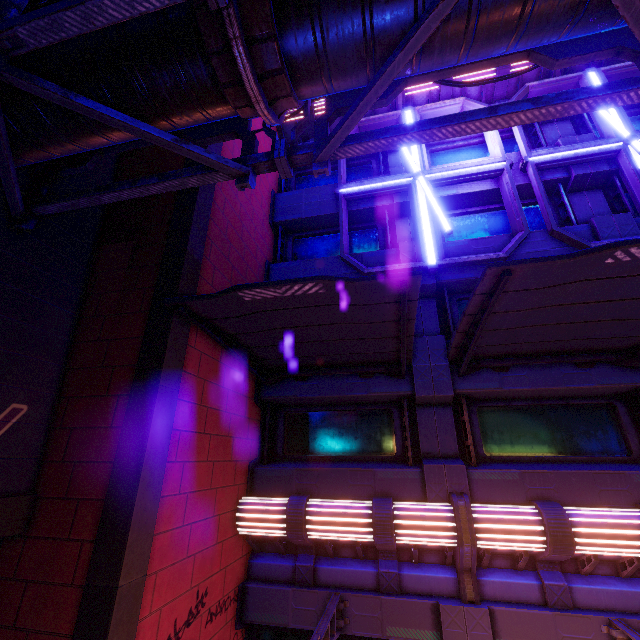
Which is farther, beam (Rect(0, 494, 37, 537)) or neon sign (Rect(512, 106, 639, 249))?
A: neon sign (Rect(512, 106, 639, 249))

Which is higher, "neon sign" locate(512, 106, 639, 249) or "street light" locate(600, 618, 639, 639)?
"neon sign" locate(512, 106, 639, 249)

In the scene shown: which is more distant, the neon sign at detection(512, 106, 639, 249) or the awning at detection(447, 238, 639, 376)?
the neon sign at detection(512, 106, 639, 249)

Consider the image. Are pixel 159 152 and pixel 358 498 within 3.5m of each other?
no

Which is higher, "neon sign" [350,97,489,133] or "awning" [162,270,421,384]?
"neon sign" [350,97,489,133]

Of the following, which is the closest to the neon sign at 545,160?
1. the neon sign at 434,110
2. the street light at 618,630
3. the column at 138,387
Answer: the neon sign at 434,110

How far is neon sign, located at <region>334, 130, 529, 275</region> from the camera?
8.56m

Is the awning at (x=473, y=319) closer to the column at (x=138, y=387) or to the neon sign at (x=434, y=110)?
the neon sign at (x=434, y=110)
